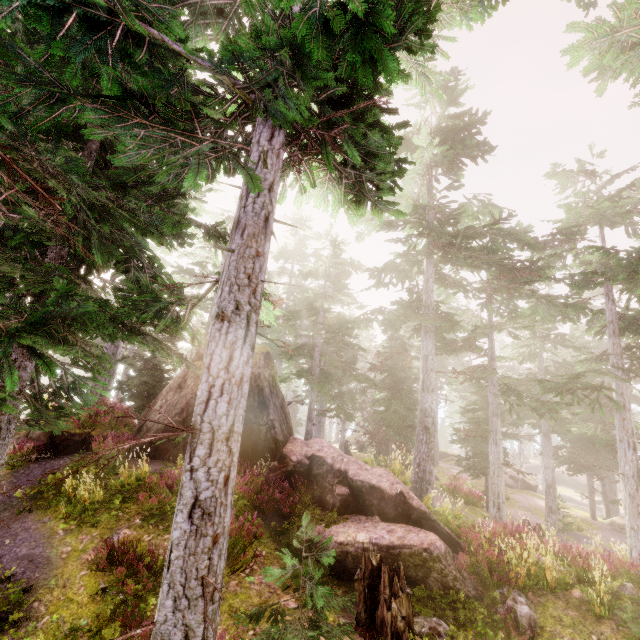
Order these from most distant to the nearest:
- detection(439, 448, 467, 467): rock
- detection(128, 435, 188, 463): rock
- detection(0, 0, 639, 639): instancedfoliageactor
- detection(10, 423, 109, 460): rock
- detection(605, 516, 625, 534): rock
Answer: detection(439, 448, 467, 467): rock < detection(605, 516, 625, 534): rock < detection(128, 435, 188, 463): rock < detection(10, 423, 109, 460): rock < detection(0, 0, 639, 639): instancedfoliageactor

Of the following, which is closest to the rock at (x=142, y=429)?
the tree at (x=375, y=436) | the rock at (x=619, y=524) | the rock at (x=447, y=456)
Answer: the tree at (x=375, y=436)

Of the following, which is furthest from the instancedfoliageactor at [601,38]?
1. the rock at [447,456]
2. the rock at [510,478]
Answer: the rock at [510,478]

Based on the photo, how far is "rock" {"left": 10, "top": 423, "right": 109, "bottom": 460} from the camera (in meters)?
10.96

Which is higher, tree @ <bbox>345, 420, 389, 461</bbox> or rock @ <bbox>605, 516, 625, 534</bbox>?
tree @ <bbox>345, 420, 389, 461</bbox>

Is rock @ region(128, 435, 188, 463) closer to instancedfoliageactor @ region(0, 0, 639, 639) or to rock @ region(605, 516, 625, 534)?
instancedfoliageactor @ region(0, 0, 639, 639)

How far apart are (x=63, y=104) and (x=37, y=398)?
7.5 meters
